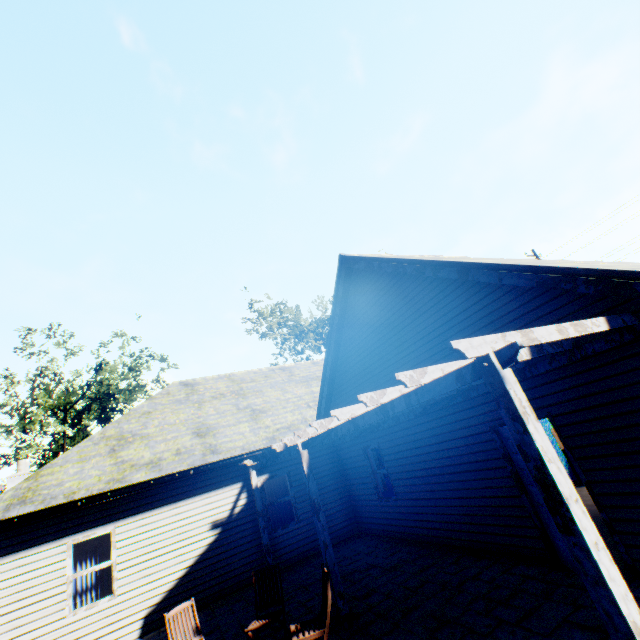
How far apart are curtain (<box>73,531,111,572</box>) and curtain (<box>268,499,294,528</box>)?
4.02m

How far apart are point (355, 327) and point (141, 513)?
8.0 meters

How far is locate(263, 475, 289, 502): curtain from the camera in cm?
1062

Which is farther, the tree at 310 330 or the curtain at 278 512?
the tree at 310 330

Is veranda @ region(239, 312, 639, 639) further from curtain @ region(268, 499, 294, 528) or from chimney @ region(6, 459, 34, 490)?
chimney @ region(6, 459, 34, 490)

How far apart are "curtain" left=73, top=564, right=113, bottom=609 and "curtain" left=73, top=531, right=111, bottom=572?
0.1 meters

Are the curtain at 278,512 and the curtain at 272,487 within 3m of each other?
yes

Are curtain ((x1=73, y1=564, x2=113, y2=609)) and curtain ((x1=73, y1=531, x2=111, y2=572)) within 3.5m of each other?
yes
